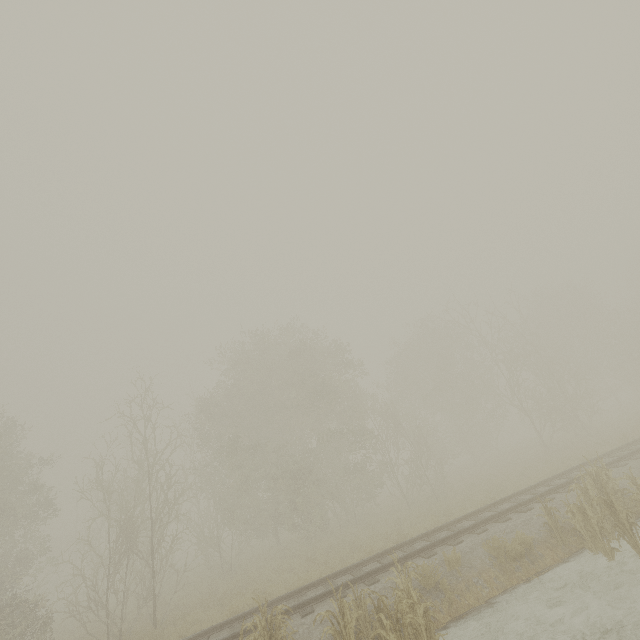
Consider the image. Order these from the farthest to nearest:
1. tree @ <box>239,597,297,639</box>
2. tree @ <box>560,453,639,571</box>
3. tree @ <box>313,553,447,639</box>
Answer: tree @ <box>560,453,639,571</box> < tree @ <box>239,597,297,639</box> < tree @ <box>313,553,447,639</box>

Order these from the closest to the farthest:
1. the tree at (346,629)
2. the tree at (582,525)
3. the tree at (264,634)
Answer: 1. the tree at (346,629)
2. the tree at (264,634)
3. the tree at (582,525)

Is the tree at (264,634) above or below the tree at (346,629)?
above

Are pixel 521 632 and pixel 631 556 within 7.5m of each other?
yes

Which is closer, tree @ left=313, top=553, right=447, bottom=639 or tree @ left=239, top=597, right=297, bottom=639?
tree @ left=313, top=553, right=447, bottom=639

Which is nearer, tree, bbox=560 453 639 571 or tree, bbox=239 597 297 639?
tree, bbox=239 597 297 639

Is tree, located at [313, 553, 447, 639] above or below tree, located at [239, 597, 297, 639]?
below
